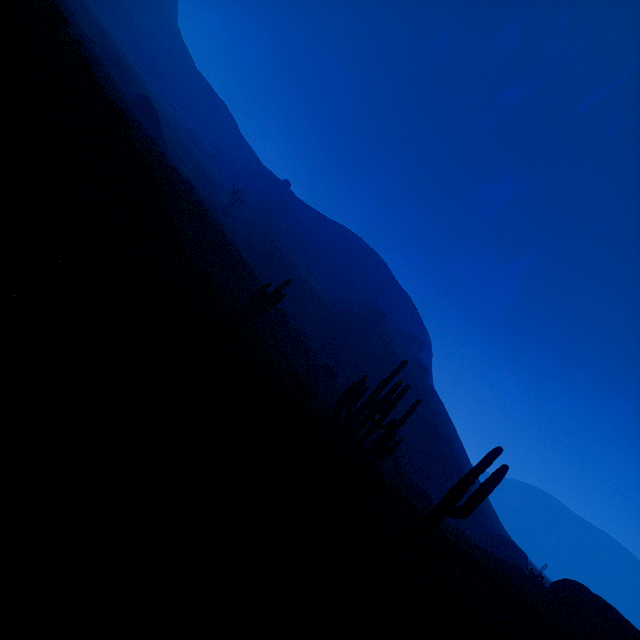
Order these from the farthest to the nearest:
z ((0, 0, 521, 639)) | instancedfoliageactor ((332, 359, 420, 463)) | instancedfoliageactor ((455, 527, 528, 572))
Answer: instancedfoliageactor ((455, 527, 528, 572))
instancedfoliageactor ((332, 359, 420, 463))
z ((0, 0, 521, 639))

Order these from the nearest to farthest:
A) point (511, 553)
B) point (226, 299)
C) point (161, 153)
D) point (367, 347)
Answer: point (226, 299)
point (161, 153)
point (511, 553)
point (367, 347)

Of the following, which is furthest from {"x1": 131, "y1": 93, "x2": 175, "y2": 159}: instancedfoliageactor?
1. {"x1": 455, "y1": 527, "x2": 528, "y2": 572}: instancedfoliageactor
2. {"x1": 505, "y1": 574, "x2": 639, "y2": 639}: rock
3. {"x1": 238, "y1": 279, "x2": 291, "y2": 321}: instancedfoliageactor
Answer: {"x1": 455, "y1": 527, "x2": 528, "y2": 572}: instancedfoliageactor

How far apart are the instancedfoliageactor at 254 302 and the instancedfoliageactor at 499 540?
34.68m

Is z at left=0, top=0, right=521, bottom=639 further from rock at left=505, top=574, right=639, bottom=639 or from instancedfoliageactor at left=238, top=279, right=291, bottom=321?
rock at left=505, top=574, right=639, bottom=639

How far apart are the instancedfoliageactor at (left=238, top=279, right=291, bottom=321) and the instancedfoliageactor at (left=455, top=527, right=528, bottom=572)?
34.7m

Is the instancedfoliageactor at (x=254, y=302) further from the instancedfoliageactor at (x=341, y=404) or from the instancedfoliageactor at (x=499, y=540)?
the instancedfoliageactor at (x=499, y=540)

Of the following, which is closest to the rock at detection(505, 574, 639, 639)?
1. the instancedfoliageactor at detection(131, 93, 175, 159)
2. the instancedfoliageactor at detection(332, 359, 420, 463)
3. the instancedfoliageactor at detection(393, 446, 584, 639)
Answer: the instancedfoliageactor at detection(393, 446, 584, 639)
